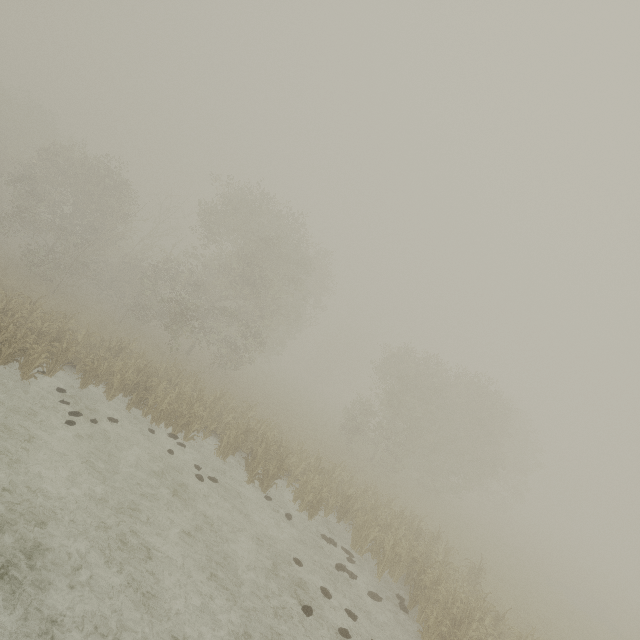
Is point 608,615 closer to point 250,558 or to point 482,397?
point 482,397
